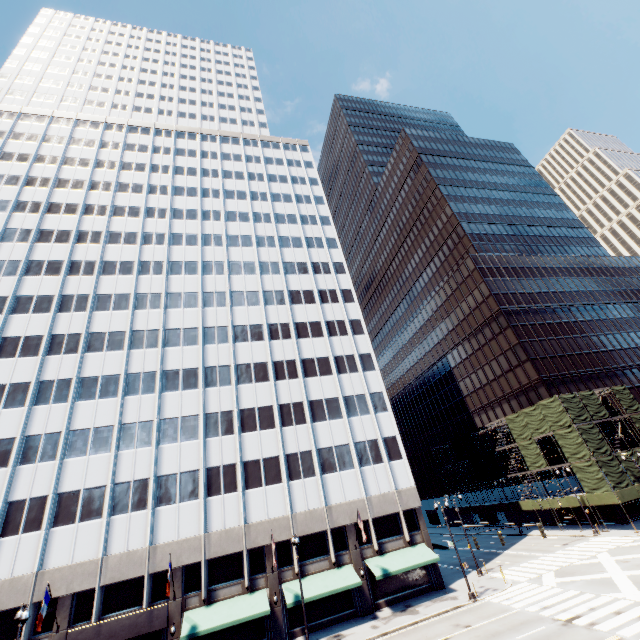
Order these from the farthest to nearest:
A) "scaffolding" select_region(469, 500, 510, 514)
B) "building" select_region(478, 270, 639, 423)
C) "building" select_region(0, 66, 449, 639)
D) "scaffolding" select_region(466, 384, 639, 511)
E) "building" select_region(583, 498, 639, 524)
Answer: "scaffolding" select_region(469, 500, 510, 514), "building" select_region(478, 270, 639, 423), "building" select_region(583, 498, 639, 524), "scaffolding" select_region(466, 384, 639, 511), "building" select_region(0, 66, 449, 639)

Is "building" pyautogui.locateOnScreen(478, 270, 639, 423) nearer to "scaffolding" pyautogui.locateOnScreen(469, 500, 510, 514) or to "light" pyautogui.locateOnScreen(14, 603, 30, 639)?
"scaffolding" pyautogui.locateOnScreen(469, 500, 510, 514)

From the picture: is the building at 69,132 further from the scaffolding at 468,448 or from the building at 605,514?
the building at 605,514

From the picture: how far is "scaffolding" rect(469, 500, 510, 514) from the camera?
52.1 meters

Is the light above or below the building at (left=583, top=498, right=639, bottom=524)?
above

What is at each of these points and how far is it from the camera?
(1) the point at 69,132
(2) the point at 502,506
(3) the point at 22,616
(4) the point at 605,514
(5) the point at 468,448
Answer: (1) building, 54.2m
(2) scaffolding, 52.6m
(3) light, 16.8m
(4) building, 41.6m
(5) scaffolding, 59.5m

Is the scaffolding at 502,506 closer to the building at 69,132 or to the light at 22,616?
the building at 69,132

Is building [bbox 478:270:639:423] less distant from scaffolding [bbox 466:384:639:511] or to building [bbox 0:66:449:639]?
scaffolding [bbox 466:384:639:511]
